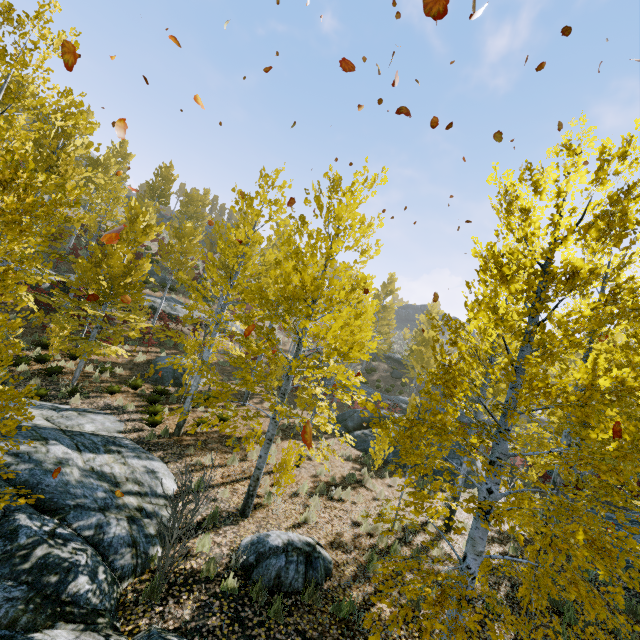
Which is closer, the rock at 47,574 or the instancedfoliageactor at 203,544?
the rock at 47,574

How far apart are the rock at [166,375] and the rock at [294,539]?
10.7m

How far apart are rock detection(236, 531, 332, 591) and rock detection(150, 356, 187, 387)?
10.7m

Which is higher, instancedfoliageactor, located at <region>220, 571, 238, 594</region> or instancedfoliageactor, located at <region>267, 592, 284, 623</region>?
instancedfoliageactor, located at <region>267, 592, 284, 623</region>

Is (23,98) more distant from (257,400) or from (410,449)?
(257,400)

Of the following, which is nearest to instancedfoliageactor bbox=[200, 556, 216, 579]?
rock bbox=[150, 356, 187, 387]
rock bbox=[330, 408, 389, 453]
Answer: rock bbox=[330, 408, 389, 453]

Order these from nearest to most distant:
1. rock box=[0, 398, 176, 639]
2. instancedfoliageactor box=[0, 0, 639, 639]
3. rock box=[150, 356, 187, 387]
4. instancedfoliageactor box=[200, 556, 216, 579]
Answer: instancedfoliageactor box=[0, 0, 639, 639] < rock box=[0, 398, 176, 639] < instancedfoliageactor box=[200, 556, 216, 579] < rock box=[150, 356, 187, 387]

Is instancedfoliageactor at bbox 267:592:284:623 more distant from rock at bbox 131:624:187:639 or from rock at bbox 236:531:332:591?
rock at bbox 236:531:332:591
